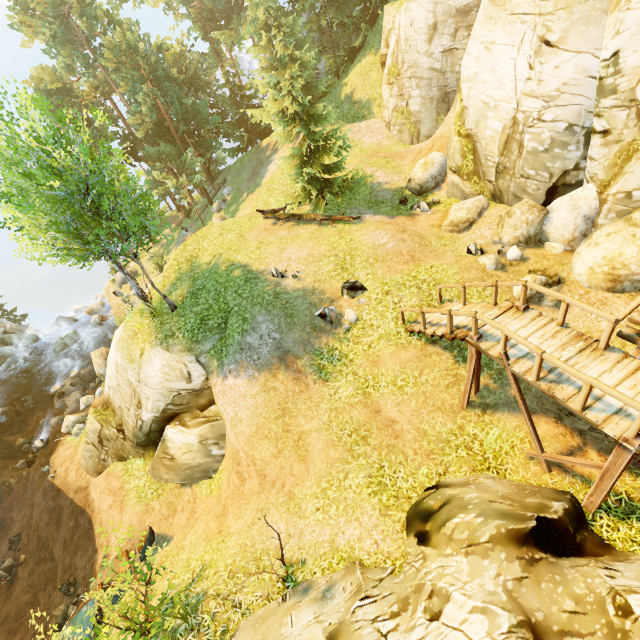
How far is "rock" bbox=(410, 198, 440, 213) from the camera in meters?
15.8 m

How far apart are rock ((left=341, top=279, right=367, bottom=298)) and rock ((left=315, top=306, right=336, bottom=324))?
0.5 meters

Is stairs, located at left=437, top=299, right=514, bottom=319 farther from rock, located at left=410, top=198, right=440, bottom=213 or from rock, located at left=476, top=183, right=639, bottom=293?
rock, located at left=410, top=198, right=440, bottom=213

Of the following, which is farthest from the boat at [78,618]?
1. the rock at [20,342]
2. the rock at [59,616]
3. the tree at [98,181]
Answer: the rock at [20,342]

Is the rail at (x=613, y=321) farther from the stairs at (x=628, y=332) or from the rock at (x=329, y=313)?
the rock at (x=329, y=313)

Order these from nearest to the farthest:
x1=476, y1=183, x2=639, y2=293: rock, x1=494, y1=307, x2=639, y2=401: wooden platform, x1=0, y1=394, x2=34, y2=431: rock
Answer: x1=494, y1=307, x2=639, y2=401: wooden platform, x1=476, y1=183, x2=639, y2=293: rock, x1=0, y1=394, x2=34, y2=431: rock

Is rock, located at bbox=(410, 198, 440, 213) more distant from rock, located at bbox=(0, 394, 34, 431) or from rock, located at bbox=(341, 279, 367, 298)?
rock, located at bbox=(0, 394, 34, 431)

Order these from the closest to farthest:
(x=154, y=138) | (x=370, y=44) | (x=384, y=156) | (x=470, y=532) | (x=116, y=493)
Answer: (x=470, y=532) < (x=116, y=493) < (x=384, y=156) < (x=370, y=44) < (x=154, y=138)
